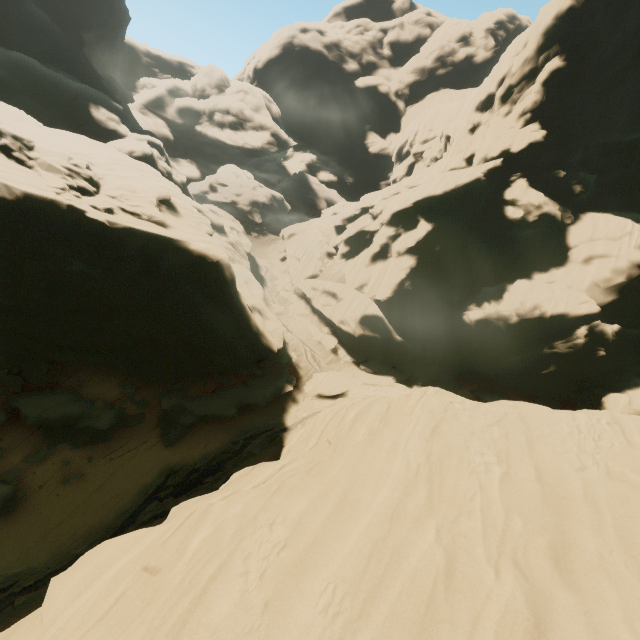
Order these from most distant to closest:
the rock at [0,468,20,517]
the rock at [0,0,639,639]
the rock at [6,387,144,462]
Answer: the rock at [6,387,144,462] < the rock at [0,468,20,517] < the rock at [0,0,639,639]

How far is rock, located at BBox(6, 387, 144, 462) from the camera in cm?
1802

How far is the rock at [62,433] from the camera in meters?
18.0 m

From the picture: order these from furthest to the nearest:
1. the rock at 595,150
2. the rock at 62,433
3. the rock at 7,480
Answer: the rock at 62,433 → the rock at 7,480 → the rock at 595,150

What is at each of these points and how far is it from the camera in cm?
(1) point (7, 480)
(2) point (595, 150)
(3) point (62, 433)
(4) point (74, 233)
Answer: (1) rock, 1652
(2) rock, 3312
(3) rock, 1842
(4) rock, 1667

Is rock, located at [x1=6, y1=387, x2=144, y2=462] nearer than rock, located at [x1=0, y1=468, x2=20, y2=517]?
No
